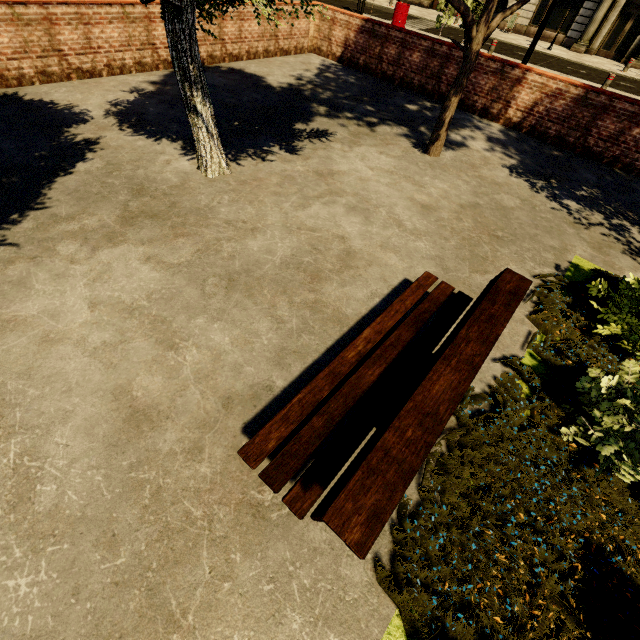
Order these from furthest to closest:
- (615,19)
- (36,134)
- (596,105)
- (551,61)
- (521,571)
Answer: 1. (615,19)
2. (551,61)
3. (596,105)
4. (36,134)
5. (521,571)

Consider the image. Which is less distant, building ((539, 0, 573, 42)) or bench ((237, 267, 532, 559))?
bench ((237, 267, 532, 559))

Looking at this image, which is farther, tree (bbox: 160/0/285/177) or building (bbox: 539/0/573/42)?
building (bbox: 539/0/573/42)

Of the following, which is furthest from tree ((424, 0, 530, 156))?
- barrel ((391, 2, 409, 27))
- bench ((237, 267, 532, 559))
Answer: bench ((237, 267, 532, 559))

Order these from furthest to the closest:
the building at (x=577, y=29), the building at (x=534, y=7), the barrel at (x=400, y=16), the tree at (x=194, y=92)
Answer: the building at (x=534, y=7), the building at (x=577, y=29), the barrel at (x=400, y=16), the tree at (x=194, y=92)

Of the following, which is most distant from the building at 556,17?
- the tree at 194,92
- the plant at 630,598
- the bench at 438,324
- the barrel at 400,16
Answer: the plant at 630,598

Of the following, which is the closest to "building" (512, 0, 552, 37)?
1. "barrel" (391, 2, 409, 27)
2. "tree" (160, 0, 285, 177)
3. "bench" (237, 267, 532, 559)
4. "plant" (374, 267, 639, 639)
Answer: "tree" (160, 0, 285, 177)

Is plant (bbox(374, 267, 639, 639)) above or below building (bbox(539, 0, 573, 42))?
below
